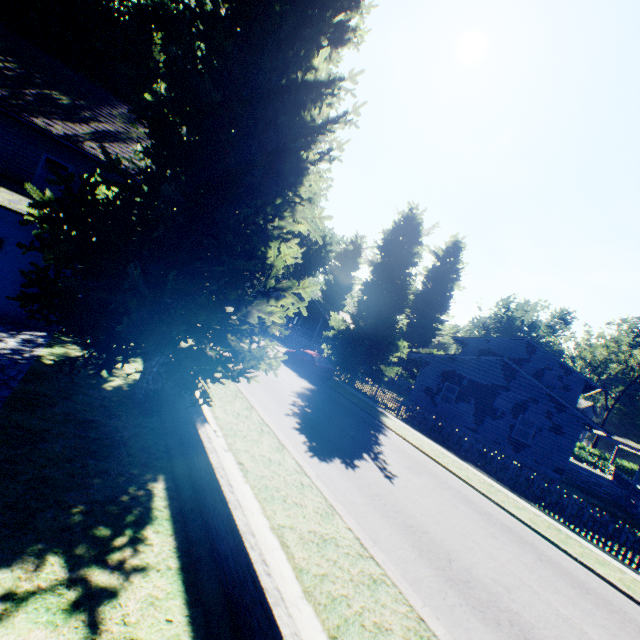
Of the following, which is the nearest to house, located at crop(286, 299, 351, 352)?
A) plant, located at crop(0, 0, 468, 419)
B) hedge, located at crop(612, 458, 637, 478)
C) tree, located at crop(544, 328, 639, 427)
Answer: plant, located at crop(0, 0, 468, 419)

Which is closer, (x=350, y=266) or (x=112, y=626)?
(x=112, y=626)

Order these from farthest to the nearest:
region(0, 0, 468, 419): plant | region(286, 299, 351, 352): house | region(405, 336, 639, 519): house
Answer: region(286, 299, 351, 352): house, region(405, 336, 639, 519): house, region(0, 0, 468, 419): plant

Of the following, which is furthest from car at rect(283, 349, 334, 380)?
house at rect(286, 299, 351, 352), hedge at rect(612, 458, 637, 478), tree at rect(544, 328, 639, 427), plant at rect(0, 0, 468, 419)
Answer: hedge at rect(612, 458, 637, 478)

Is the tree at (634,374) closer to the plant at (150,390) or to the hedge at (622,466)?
the hedge at (622,466)

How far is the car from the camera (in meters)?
22.56

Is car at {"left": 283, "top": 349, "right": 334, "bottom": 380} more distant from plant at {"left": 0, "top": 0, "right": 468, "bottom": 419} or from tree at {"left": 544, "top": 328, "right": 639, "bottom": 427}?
tree at {"left": 544, "top": 328, "right": 639, "bottom": 427}

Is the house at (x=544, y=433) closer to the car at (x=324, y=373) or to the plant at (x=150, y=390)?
the plant at (x=150, y=390)
